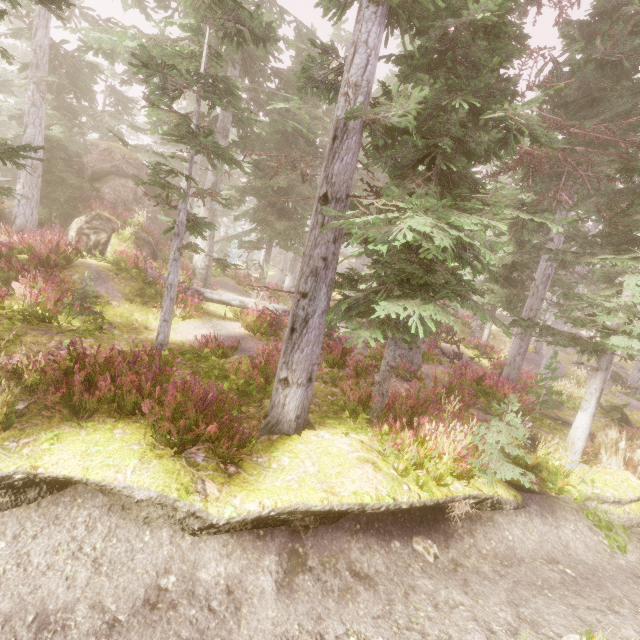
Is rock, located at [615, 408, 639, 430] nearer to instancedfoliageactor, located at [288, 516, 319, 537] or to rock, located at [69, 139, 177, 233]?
instancedfoliageactor, located at [288, 516, 319, 537]

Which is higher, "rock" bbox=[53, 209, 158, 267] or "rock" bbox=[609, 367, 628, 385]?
"rock" bbox=[53, 209, 158, 267]

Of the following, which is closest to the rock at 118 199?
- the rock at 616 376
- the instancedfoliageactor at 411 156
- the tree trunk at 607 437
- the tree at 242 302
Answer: the instancedfoliageactor at 411 156

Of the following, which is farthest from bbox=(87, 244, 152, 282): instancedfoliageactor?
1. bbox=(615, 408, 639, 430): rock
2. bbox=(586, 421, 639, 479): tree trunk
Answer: bbox=(586, 421, 639, 479): tree trunk

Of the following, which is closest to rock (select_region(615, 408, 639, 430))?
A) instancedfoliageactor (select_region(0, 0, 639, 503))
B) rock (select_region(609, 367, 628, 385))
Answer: instancedfoliageactor (select_region(0, 0, 639, 503))

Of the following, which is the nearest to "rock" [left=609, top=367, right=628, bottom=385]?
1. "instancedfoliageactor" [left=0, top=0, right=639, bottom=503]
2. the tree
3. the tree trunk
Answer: "instancedfoliageactor" [left=0, top=0, right=639, bottom=503]

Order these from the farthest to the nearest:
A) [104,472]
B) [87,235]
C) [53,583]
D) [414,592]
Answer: [87,235] < [414,592] < [104,472] < [53,583]

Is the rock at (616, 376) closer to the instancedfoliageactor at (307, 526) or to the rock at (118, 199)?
the instancedfoliageactor at (307, 526)
